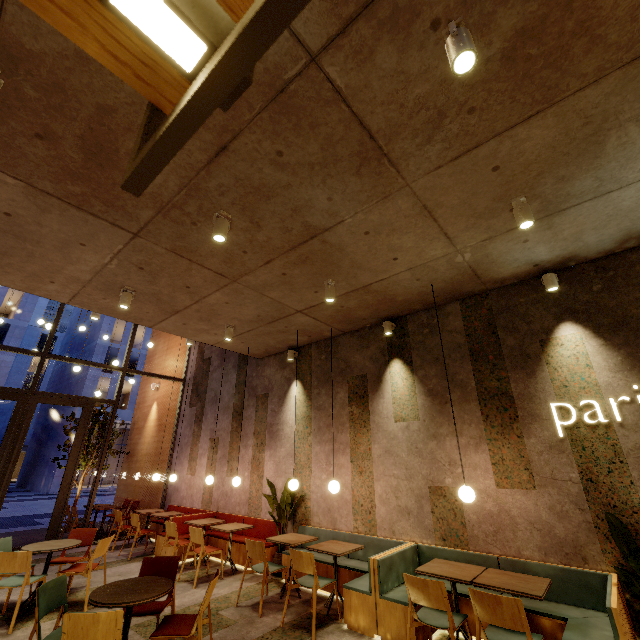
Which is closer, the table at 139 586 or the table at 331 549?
the table at 139 586

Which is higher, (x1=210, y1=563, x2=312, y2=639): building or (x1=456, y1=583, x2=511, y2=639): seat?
A: (x1=456, y1=583, x2=511, y2=639): seat

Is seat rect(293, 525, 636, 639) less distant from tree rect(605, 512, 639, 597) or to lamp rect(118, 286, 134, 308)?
tree rect(605, 512, 639, 597)

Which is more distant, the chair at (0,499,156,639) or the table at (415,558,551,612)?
the table at (415,558,551,612)

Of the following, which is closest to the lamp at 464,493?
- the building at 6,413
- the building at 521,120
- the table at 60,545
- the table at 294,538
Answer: the building at 521,120

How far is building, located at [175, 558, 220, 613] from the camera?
4.71m

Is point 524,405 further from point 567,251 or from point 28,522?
point 28,522

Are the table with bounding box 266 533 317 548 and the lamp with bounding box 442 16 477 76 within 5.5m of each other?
no
